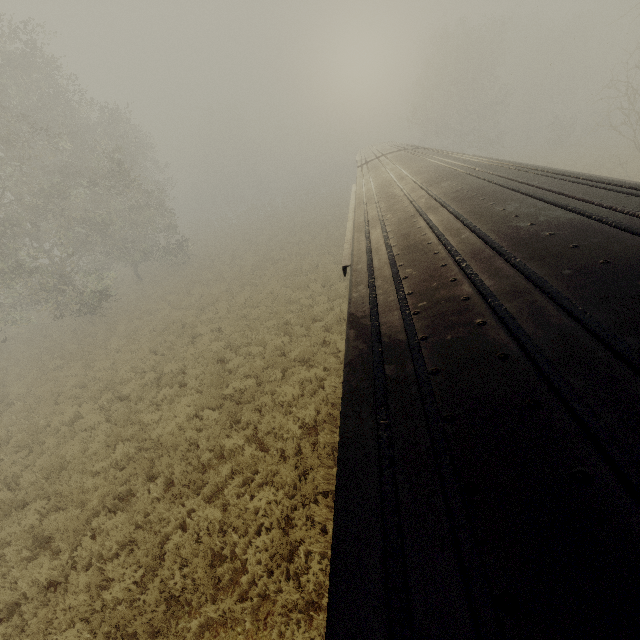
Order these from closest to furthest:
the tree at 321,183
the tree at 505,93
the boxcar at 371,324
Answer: the boxcar at 371,324 → the tree at 505,93 → the tree at 321,183

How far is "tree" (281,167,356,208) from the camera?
49.03m

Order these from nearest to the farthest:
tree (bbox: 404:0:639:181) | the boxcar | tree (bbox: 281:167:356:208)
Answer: the boxcar, tree (bbox: 404:0:639:181), tree (bbox: 281:167:356:208)

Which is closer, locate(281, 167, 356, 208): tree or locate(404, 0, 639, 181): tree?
locate(404, 0, 639, 181): tree

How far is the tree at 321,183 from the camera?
49.0m

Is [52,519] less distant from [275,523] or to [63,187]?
[275,523]

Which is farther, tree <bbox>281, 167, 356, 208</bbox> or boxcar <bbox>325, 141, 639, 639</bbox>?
tree <bbox>281, 167, 356, 208</bbox>

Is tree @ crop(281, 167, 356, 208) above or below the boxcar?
below
